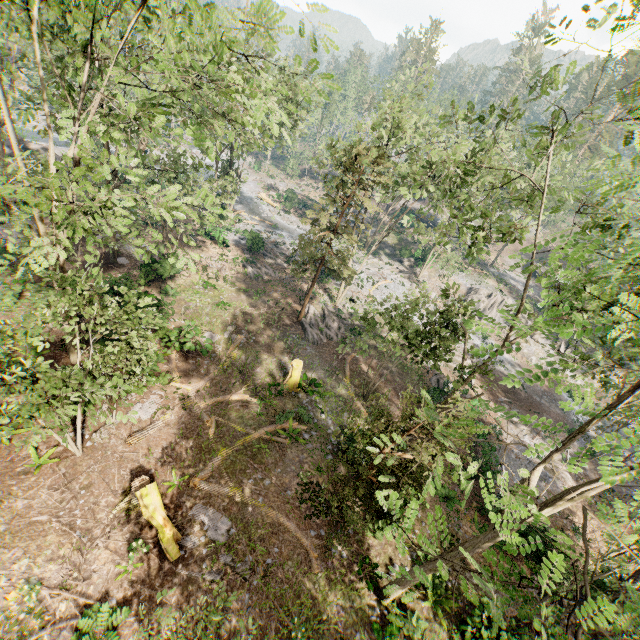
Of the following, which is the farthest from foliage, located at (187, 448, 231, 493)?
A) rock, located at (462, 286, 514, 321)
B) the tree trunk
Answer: the tree trunk

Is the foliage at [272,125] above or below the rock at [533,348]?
above

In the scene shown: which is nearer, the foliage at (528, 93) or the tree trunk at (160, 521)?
the foliage at (528, 93)

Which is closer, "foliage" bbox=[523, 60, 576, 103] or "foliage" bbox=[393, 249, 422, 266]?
"foliage" bbox=[523, 60, 576, 103]

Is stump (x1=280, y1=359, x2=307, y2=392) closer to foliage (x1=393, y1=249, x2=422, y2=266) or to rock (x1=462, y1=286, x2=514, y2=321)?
foliage (x1=393, y1=249, x2=422, y2=266)

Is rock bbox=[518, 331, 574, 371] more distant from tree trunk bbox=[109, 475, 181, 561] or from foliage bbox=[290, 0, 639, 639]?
tree trunk bbox=[109, 475, 181, 561]

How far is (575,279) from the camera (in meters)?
7.80
